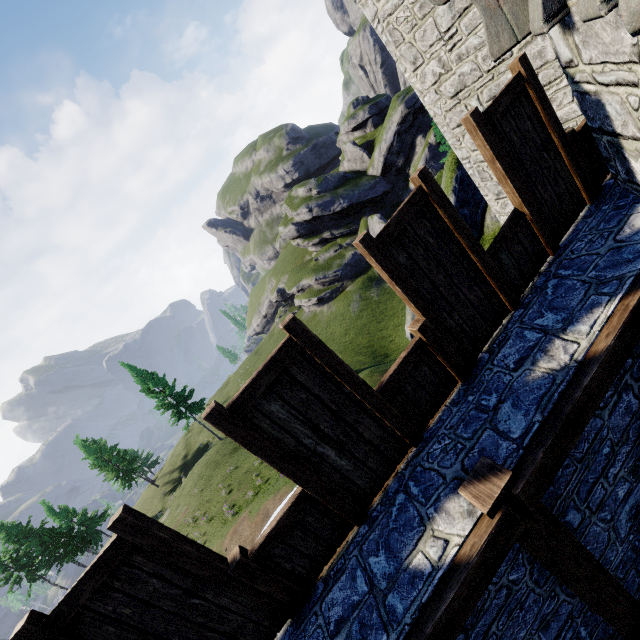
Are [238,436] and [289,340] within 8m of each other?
yes

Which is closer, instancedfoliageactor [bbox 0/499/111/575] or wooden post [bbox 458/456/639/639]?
wooden post [bbox 458/456/639/639]

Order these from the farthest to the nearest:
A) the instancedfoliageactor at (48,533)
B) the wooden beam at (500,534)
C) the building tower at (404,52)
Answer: the instancedfoliageactor at (48,533) → the building tower at (404,52) → the wooden beam at (500,534)

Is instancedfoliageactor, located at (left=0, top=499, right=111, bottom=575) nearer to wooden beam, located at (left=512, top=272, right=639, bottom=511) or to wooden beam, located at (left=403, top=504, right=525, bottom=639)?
wooden beam, located at (left=403, top=504, right=525, bottom=639)

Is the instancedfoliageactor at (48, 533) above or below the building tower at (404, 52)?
below

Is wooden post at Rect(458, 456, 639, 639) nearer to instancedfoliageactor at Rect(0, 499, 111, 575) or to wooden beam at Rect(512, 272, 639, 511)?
wooden beam at Rect(512, 272, 639, 511)

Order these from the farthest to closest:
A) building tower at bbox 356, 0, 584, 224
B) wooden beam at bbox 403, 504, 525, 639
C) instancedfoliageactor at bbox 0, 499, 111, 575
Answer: instancedfoliageactor at bbox 0, 499, 111, 575
building tower at bbox 356, 0, 584, 224
wooden beam at bbox 403, 504, 525, 639

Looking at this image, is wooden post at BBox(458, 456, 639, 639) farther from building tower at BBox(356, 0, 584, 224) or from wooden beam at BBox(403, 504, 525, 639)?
building tower at BBox(356, 0, 584, 224)
